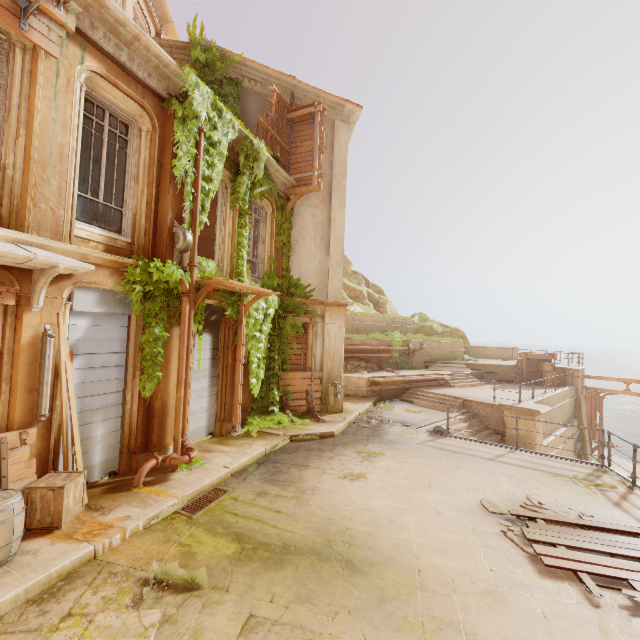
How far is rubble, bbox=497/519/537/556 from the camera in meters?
5.1 m

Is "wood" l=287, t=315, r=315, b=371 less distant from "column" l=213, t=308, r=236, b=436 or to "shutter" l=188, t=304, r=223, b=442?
"column" l=213, t=308, r=236, b=436

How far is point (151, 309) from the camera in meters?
7.0 m

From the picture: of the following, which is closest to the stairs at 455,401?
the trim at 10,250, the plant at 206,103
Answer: the plant at 206,103

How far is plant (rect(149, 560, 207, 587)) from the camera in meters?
4.2

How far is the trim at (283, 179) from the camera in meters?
10.8 m

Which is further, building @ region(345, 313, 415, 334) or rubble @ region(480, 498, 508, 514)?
building @ region(345, 313, 415, 334)

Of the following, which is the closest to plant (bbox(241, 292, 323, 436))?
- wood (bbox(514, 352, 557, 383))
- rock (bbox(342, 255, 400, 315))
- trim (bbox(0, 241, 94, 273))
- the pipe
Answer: the pipe
